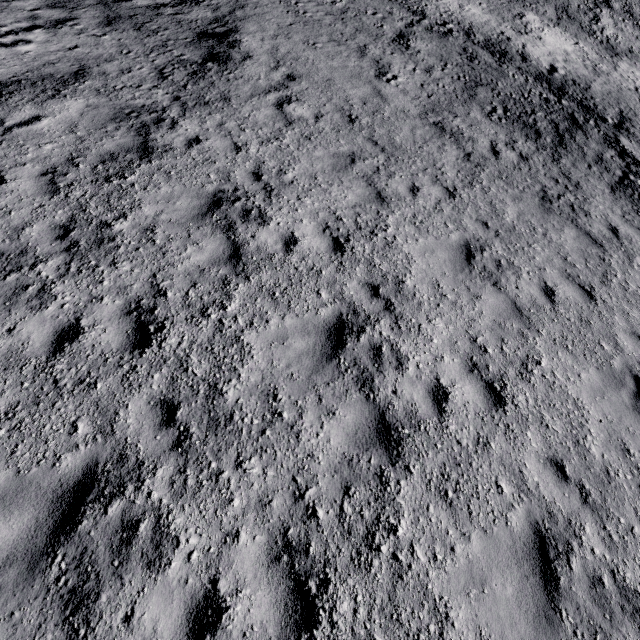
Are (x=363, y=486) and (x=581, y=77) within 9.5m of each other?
no
